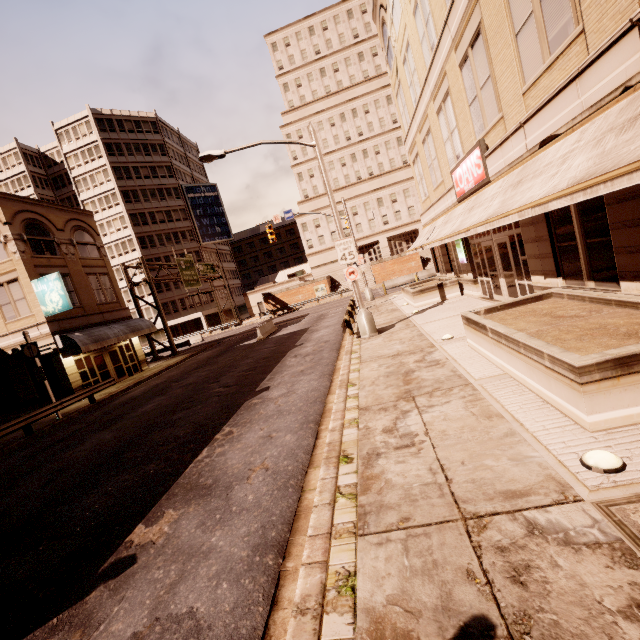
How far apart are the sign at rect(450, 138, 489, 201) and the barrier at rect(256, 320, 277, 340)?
16.54m

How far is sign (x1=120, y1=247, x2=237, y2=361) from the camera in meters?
31.9

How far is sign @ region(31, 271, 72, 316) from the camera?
19.38m

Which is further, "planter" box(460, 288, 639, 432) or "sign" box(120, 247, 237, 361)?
"sign" box(120, 247, 237, 361)

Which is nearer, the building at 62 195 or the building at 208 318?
the building at 62 195

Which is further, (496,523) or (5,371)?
(5,371)

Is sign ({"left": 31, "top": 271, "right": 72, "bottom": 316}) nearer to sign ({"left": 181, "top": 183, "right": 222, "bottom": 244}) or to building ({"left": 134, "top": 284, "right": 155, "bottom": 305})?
building ({"left": 134, "top": 284, "right": 155, "bottom": 305})

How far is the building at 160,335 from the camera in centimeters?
5338cm
